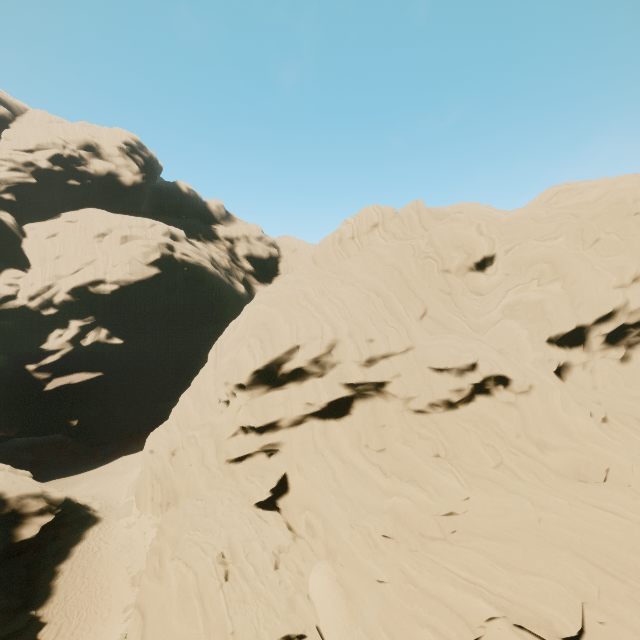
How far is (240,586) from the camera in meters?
18.0 m

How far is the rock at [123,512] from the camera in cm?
3108

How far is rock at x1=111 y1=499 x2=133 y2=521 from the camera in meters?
31.1 m

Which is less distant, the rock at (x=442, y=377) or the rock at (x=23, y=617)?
the rock at (x=442, y=377)

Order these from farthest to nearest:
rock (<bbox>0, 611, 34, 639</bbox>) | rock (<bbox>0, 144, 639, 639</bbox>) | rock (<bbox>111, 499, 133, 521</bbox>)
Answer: rock (<bbox>111, 499, 133, 521</bbox>) < rock (<bbox>0, 611, 34, 639</bbox>) < rock (<bbox>0, 144, 639, 639</bbox>)

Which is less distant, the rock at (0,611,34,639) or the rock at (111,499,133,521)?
the rock at (0,611,34,639)
